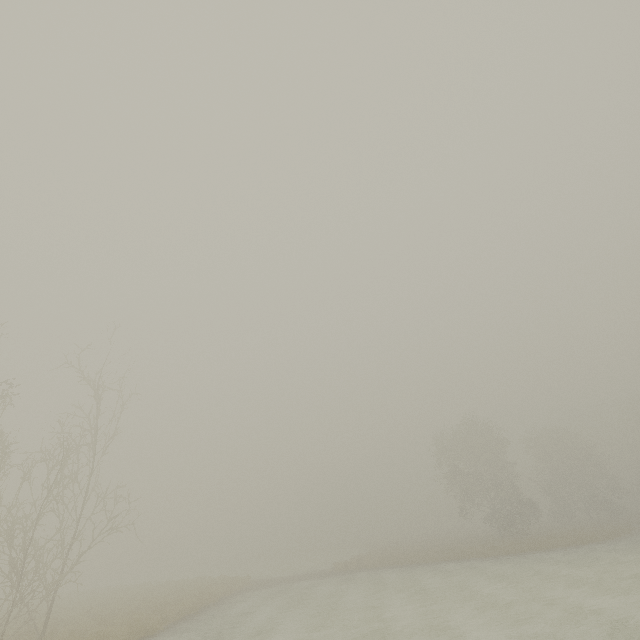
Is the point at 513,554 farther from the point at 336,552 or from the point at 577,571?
the point at 336,552
